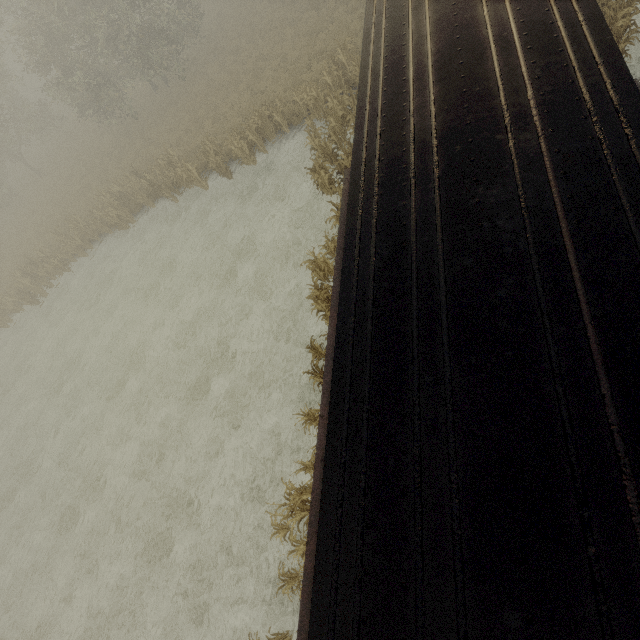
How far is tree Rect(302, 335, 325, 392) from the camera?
8.97m

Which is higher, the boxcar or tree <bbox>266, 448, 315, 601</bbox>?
the boxcar

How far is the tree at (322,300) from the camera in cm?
1012

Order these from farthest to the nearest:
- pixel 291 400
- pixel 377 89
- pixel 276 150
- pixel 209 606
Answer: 1. pixel 276 150
2. pixel 291 400
3. pixel 209 606
4. pixel 377 89

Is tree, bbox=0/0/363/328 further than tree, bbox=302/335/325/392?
Yes

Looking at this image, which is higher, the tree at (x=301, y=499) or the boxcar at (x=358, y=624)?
the boxcar at (x=358, y=624)

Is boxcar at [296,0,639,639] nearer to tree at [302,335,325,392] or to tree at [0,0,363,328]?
tree at [302,335,325,392]
